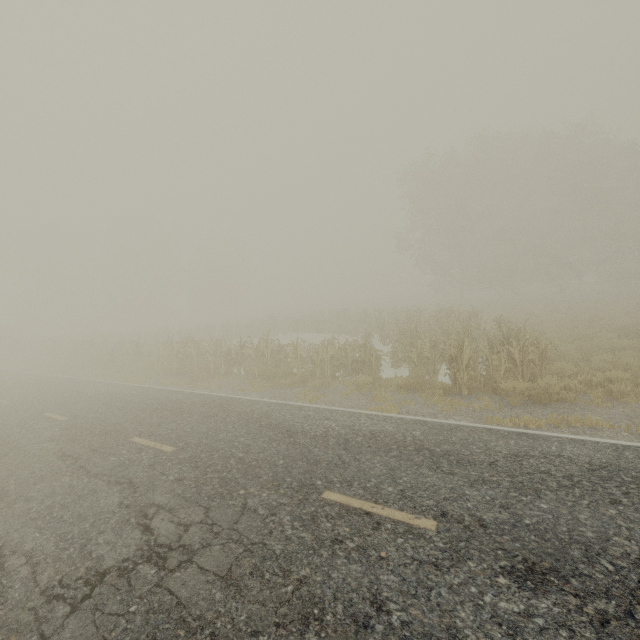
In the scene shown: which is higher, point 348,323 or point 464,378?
point 348,323
